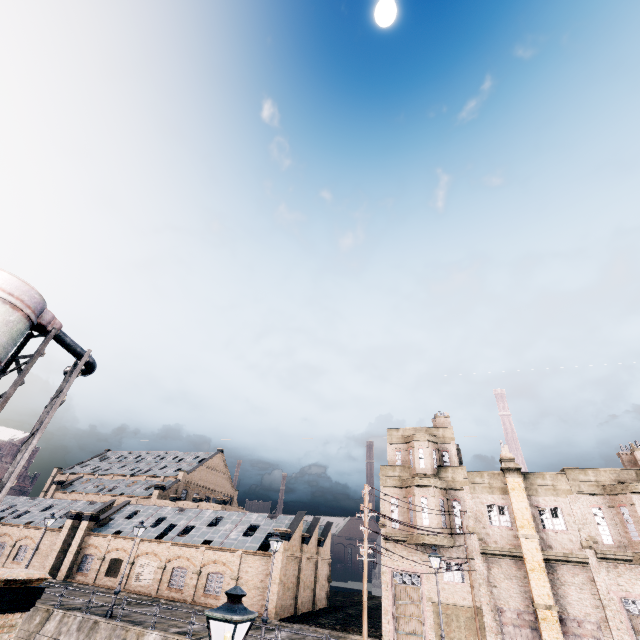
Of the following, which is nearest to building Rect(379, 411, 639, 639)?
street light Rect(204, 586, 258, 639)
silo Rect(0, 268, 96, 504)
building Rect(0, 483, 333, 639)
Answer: building Rect(0, 483, 333, 639)

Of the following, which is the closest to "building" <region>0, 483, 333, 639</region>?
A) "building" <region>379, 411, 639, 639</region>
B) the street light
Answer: "building" <region>379, 411, 639, 639</region>

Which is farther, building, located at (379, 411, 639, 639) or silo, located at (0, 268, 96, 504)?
building, located at (379, 411, 639, 639)

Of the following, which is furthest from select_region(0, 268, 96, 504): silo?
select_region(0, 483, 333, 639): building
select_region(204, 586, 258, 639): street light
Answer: select_region(0, 483, 333, 639): building

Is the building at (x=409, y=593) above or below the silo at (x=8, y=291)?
below

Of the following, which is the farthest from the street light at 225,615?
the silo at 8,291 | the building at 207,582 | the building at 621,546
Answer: the building at 207,582

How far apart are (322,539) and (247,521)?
10.0m

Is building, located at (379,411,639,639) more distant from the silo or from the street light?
the silo
